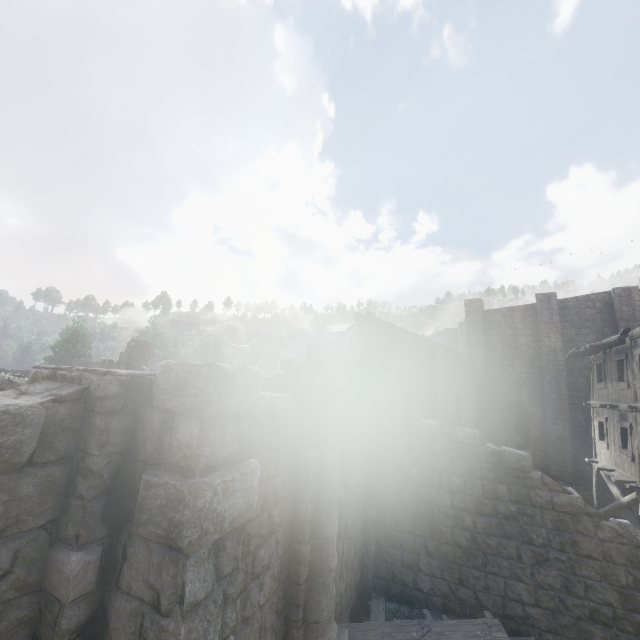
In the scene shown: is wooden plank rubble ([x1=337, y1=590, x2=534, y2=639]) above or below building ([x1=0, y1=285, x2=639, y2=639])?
below

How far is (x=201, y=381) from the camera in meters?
2.7

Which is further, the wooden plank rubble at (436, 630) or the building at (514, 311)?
the wooden plank rubble at (436, 630)

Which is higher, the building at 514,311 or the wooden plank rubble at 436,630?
the building at 514,311

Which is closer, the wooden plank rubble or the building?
the building
